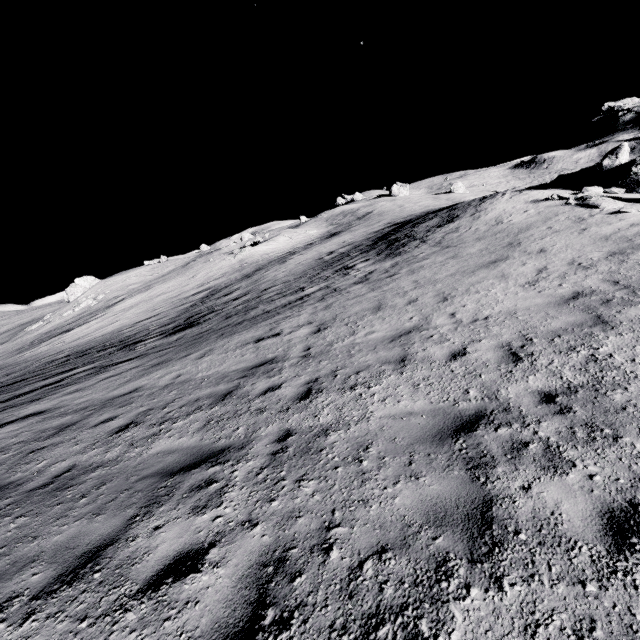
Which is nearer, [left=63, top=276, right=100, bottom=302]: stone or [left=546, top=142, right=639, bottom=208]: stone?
[left=546, top=142, right=639, bottom=208]: stone

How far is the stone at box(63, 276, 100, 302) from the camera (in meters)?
49.89

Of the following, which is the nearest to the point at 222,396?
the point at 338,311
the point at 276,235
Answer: the point at 338,311

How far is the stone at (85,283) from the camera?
49.9 meters

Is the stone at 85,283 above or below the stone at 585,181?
above

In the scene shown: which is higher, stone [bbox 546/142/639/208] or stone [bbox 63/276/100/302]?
stone [bbox 63/276/100/302]
